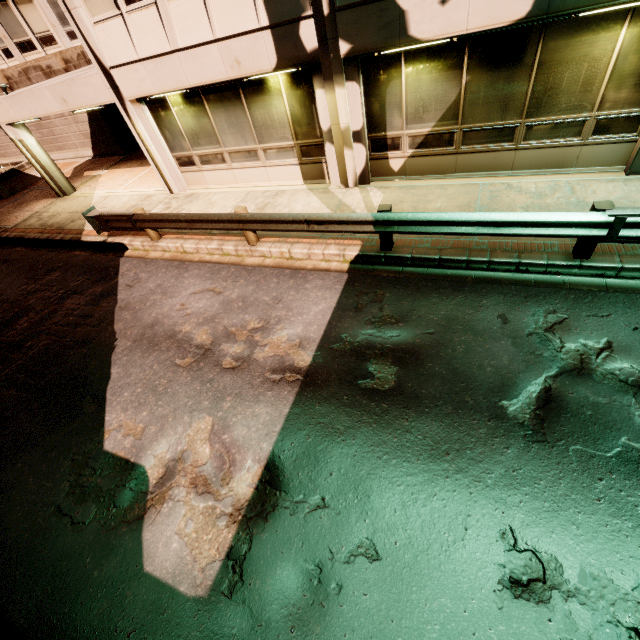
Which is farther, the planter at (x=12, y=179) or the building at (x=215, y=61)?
the planter at (x=12, y=179)

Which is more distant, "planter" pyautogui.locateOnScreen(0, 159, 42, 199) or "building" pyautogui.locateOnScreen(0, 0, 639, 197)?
"planter" pyautogui.locateOnScreen(0, 159, 42, 199)

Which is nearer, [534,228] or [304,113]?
[534,228]
